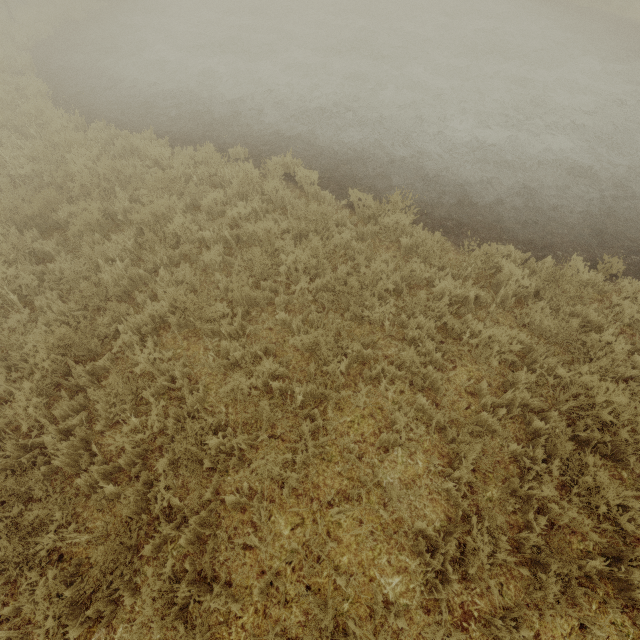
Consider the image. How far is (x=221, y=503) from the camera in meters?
3.5 m
